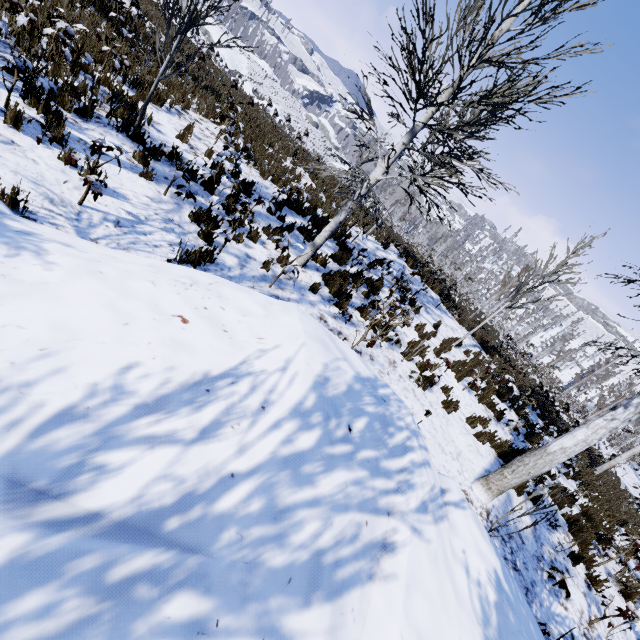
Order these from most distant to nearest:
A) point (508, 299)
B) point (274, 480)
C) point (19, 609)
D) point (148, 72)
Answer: point (508, 299), point (148, 72), point (274, 480), point (19, 609)

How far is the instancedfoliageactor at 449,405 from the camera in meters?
7.4

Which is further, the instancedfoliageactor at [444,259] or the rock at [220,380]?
the instancedfoliageactor at [444,259]

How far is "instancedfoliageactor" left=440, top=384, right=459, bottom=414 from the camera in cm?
738

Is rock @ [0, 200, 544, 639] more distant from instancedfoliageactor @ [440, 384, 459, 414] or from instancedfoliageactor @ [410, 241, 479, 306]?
instancedfoliageactor @ [410, 241, 479, 306]

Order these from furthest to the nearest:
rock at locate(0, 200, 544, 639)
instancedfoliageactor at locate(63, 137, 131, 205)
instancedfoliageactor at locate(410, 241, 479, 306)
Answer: instancedfoliageactor at locate(410, 241, 479, 306), instancedfoliageactor at locate(63, 137, 131, 205), rock at locate(0, 200, 544, 639)

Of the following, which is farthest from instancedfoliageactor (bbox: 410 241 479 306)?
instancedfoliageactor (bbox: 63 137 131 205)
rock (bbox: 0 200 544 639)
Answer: rock (bbox: 0 200 544 639)
